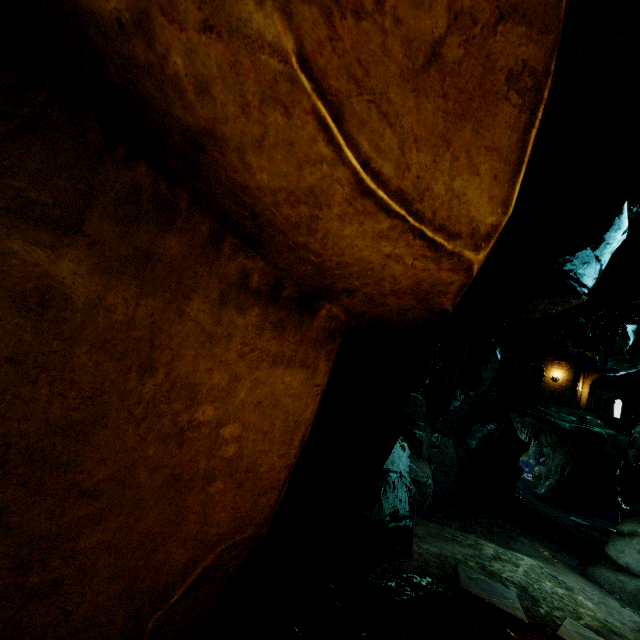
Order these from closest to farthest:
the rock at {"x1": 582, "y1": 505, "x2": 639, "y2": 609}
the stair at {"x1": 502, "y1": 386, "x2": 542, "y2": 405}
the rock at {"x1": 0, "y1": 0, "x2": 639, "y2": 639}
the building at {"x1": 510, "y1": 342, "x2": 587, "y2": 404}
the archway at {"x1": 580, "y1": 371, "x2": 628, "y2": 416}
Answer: the rock at {"x1": 0, "y1": 0, "x2": 639, "y2": 639} → the rock at {"x1": 582, "y1": 505, "x2": 639, "y2": 609} → the stair at {"x1": 502, "y1": 386, "x2": 542, "y2": 405} → the building at {"x1": 510, "y1": 342, "x2": 587, "y2": 404} → the archway at {"x1": 580, "y1": 371, "x2": 628, "y2": 416}

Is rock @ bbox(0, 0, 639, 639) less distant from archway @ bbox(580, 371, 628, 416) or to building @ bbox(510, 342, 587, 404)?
building @ bbox(510, 342, 587, 404)

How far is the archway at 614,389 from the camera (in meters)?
37.50

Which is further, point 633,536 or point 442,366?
point 442,366

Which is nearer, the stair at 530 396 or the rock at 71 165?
the rock at 71 165

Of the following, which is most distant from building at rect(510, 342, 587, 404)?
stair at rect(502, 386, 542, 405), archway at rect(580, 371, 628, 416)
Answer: stair at rect(502, 386, 542, 405)

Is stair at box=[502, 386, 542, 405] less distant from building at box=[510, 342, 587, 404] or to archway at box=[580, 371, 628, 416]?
building at box=[510, 342, 587, 404]

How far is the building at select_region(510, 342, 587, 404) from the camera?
35.66m
